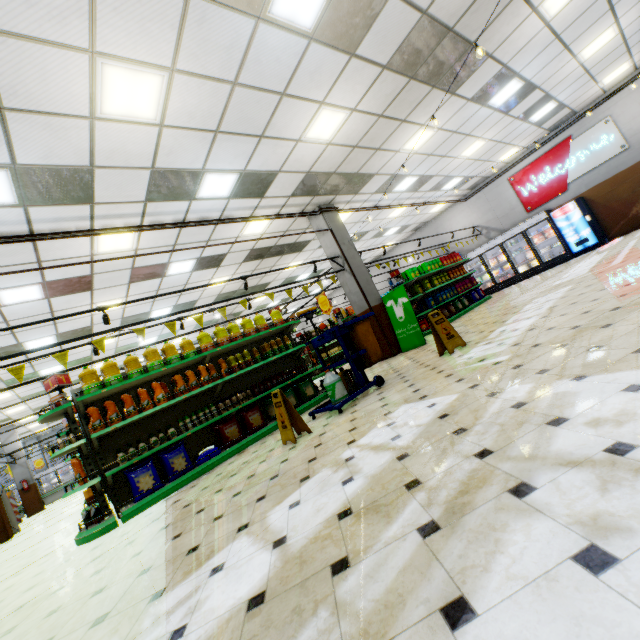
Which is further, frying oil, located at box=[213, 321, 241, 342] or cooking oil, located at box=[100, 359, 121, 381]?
frying oil, located at box=[213, 321, 241, 342]

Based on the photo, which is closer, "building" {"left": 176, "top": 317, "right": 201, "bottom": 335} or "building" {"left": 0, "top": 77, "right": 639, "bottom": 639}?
"building" {"left": 0, "top": 77, "right": 639, "bottom": 639}

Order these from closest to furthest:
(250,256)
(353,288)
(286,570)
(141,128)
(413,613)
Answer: (413,613)
(286,570)
(141,128)
(353,288)
(250,256)

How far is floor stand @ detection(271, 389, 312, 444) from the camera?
4.4 meters

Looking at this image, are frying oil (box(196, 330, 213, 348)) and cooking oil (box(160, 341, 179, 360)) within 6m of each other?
yes

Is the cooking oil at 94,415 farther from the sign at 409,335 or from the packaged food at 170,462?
the sign at 409,335

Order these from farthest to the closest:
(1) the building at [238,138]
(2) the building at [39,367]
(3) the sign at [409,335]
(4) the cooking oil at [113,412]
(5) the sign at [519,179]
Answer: (5) the sign at [519,179]
(2) the building at [39,367]
(3) the sign at [409,335]
(4) the cooking oil at [113,412]
(1) the building at [238,138]

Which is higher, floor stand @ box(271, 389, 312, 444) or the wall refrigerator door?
the wall refrigerator door
